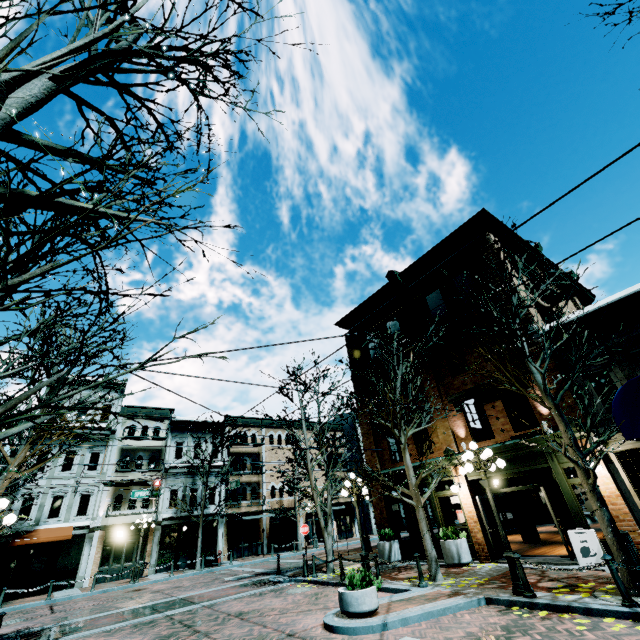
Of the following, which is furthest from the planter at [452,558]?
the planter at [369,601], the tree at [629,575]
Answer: the planter at [369,601]

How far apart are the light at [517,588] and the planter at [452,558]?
4.6m

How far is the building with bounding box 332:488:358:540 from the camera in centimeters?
3366cm

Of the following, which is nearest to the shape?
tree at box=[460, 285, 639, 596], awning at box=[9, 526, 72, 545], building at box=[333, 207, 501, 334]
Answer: building at box=[333, 207, 501, 334]

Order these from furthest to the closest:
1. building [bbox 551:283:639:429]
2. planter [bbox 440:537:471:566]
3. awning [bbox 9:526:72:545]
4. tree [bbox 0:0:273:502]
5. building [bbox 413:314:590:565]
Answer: awning [bbox 9:526:72:545], planter [bbox 440:537:471:566], building [bbox 413:314:590:565], building [bbox 551:283:639:429], tree [bbox 0:0:273:502]

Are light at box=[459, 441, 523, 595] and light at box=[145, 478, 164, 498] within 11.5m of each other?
no

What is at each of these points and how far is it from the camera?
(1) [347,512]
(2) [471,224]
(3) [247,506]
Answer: (1) building, 35.4 meters
(2) building, 16.0 meters
(3) building, 28.3 meters

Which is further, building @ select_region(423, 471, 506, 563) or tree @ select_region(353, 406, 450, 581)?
building @ select_region(423, 471, 506, 563)
